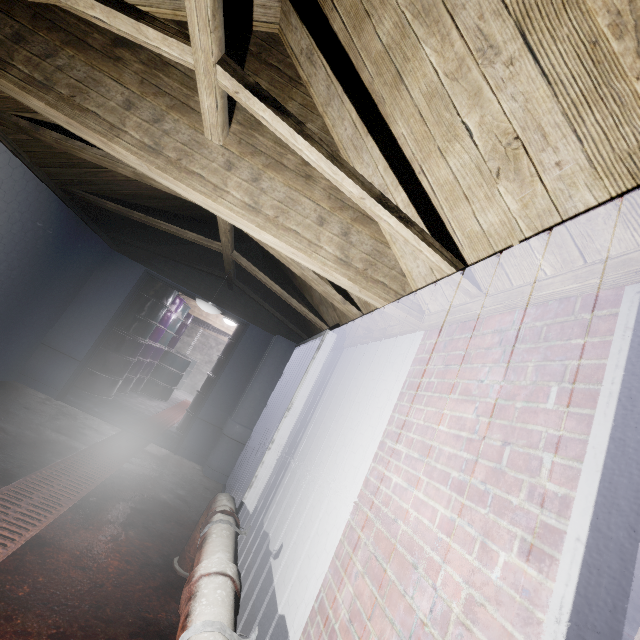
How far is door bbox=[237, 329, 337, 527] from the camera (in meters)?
2.47

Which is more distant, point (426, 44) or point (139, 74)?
point (139, 74)

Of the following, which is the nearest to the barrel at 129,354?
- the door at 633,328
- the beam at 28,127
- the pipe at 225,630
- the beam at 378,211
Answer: the beam at 28,127

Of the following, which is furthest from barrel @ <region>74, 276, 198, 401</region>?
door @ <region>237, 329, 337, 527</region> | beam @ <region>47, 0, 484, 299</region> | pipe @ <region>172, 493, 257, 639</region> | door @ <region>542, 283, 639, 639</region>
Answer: door @ <region>542, 283, 639, 639</region>

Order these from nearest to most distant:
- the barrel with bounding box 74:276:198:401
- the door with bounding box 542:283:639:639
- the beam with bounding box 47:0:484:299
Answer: the door with bounding box 542:283:639:639, the beam with bounding box 47:0:484:299, the barrel with bounding box 74:276:198:401

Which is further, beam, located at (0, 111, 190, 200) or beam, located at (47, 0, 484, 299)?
beam, located at (0, 111, 190, 200)

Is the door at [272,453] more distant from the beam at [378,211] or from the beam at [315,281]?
the beam at [378,211]

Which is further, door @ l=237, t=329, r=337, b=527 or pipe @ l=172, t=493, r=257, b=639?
door @ l=237, t=329, r=337, b=527
